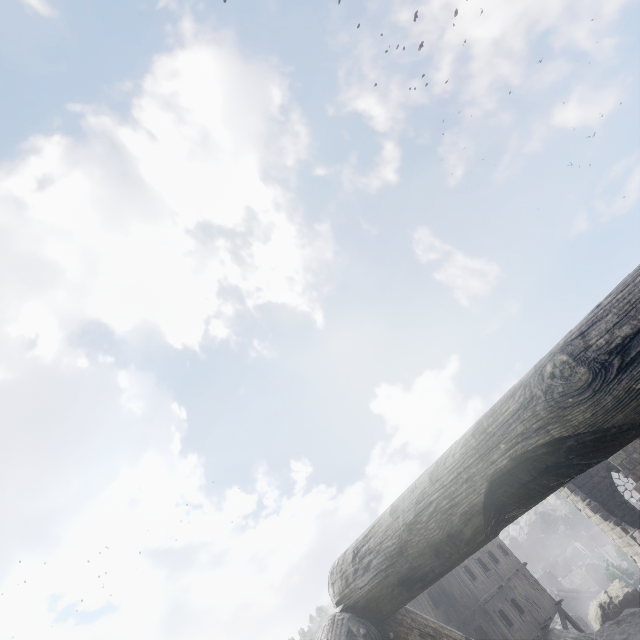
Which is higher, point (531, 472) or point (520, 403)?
point (520, 403)
